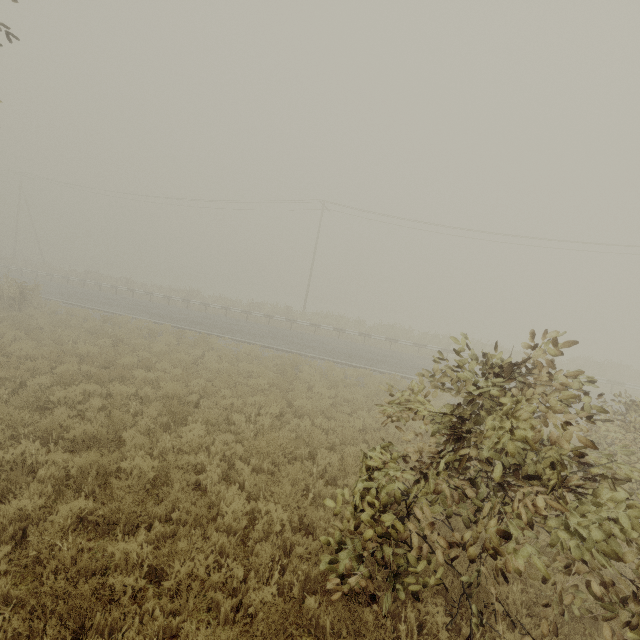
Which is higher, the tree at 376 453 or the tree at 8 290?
the tree at 376 453

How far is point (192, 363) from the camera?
13.4 meters

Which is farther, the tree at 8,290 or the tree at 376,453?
the tree at 8,290

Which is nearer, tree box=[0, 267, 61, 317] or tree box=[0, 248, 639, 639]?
tree box=[0, 248, 639, 639]

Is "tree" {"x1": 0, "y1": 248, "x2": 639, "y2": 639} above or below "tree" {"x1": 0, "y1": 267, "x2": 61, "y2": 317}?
above
